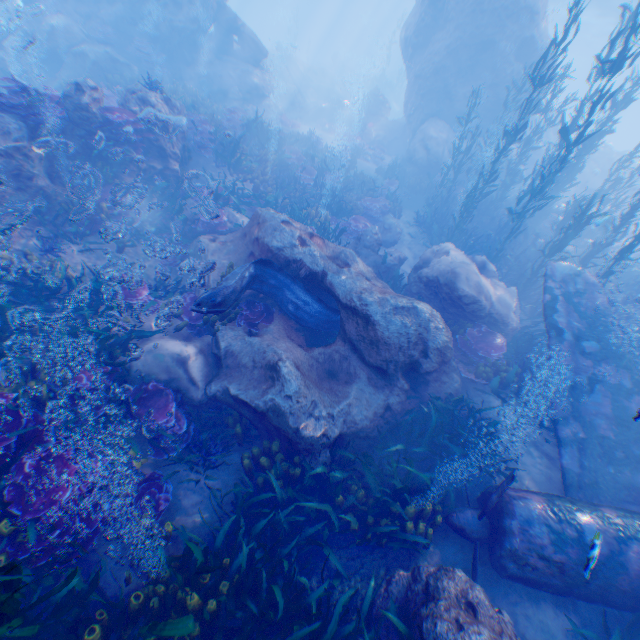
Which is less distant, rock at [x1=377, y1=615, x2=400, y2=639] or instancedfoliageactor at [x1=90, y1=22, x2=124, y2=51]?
rock at [x1=377, y1=615, x2=400, y2=639]

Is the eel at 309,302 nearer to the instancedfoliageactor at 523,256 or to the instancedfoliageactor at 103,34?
the instancedfoliageactor at 523,256

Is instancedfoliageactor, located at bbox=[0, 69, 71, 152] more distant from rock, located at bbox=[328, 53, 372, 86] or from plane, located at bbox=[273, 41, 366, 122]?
rock, located at bbox=[328, 53, 372, 86]

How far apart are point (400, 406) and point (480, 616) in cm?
368

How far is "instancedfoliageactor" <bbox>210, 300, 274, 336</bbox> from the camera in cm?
729

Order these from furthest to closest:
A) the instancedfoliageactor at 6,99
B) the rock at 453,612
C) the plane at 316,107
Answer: the plane at 316,107 → the instancedfoliageactor at 6,99 → the rock at 453,612

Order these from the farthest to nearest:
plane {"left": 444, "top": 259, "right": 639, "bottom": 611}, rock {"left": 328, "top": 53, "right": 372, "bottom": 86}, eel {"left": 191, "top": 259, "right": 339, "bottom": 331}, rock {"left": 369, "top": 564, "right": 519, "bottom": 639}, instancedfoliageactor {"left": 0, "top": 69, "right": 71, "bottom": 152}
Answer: rock {"left": 328, "top": 53, "right": 372, "bottom": 86}
instancedfoliageactor {"left": 0, "top": 69, "right": 71, "bottom": 152}
eel {"left": 191, "top": 259, "right": 339, "bottom": 331}
plane {"left": 444, "top": 259, "right": 639, "bottom": 611}
rock {"left": 369, "top": 564, "right": 519, "bottom": 639}

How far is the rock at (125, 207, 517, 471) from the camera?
6.3m
